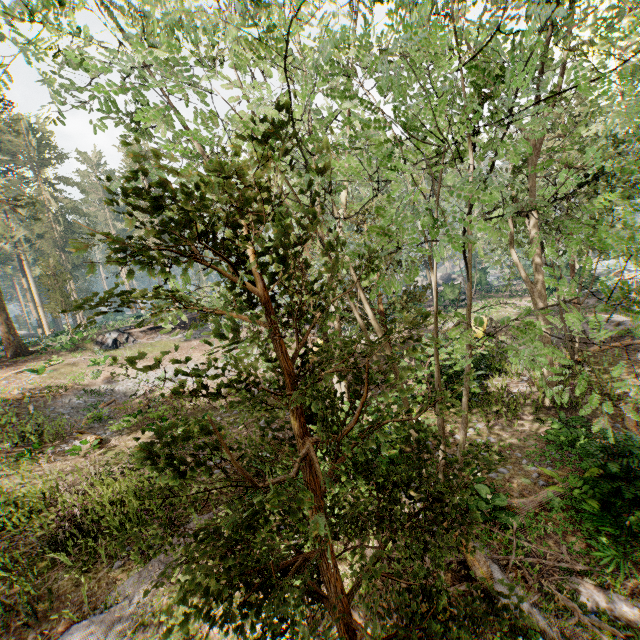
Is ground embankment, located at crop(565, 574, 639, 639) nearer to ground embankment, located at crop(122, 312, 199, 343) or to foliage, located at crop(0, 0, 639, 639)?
foliage, located at crop(0, 0, 639, 639)

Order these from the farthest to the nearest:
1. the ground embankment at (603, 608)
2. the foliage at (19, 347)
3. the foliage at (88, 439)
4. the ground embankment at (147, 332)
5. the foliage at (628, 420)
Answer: the ground embankment at (147, 332), the foliage at (19, 347), the foliage at (88, 439), the ground embankment at (603, 608), the foliage at (628, 420)

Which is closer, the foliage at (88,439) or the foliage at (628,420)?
the foliage at (628,420)

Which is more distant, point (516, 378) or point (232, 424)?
point (516, 378)

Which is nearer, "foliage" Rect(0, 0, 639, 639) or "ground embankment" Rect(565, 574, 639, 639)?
"foliage" Rect(0, 0, 639, 639)

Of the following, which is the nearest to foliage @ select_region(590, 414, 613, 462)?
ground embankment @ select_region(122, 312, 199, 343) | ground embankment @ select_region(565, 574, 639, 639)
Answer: ground embankment @ select_region(565, 574, 639, 639)

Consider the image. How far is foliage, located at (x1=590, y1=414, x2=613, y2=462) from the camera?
4.3 meters
